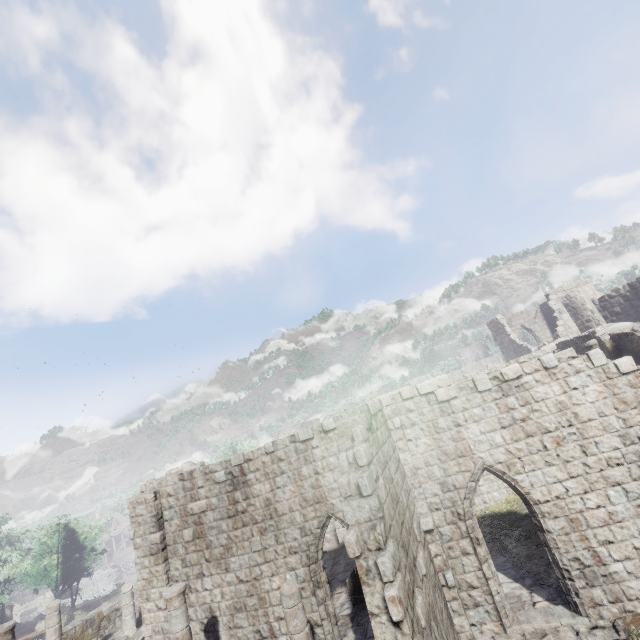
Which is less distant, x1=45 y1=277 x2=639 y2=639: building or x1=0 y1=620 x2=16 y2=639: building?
x1=45 y1=277 x2=639 y2=639: building

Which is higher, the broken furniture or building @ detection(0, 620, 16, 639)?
building @ detection(0, 620, 16, 639)

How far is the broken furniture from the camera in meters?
12.5

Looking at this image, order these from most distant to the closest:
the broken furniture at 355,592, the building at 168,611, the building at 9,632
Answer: the broken furniture at 355,592 < the building at 9,632 < the building at 168,611

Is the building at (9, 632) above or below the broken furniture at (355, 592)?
→ above

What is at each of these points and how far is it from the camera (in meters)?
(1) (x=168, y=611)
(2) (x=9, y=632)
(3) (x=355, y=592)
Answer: (1) building, 8.69
(2) building, 10.43
(3) broken furniture, 12.95

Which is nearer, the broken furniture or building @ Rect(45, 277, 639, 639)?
building @ Rect(45, 277, 639, 639)
